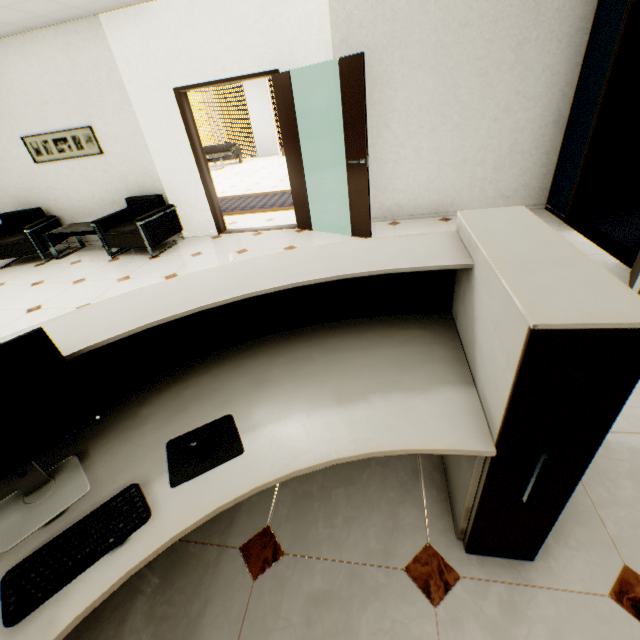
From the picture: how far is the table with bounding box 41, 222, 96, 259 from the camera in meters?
5.3 m

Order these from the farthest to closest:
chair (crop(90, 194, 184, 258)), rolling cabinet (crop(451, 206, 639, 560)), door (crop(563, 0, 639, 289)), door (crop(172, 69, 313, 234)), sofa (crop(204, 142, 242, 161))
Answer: sofa (crop(204, 142, 242, 161)) < chair (crop(90, 194, 184, 258)) < door (crop(172, 69, 313, 234)) < door (crop(563, 0, 639, 289)) < rolling cabinet (crop(451, 206, 639, 560))

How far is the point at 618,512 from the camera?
1.4m

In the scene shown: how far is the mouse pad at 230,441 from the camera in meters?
1.0

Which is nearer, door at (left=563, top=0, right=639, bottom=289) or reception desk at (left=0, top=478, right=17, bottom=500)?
reception desk at (left=0, top=478, right=17, bottom=500)

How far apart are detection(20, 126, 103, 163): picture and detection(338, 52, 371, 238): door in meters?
4.0 m

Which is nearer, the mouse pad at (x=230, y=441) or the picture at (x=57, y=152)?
the mouse pad at (x=230, y=441)

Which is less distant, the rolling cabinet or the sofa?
the rolling cabinet
